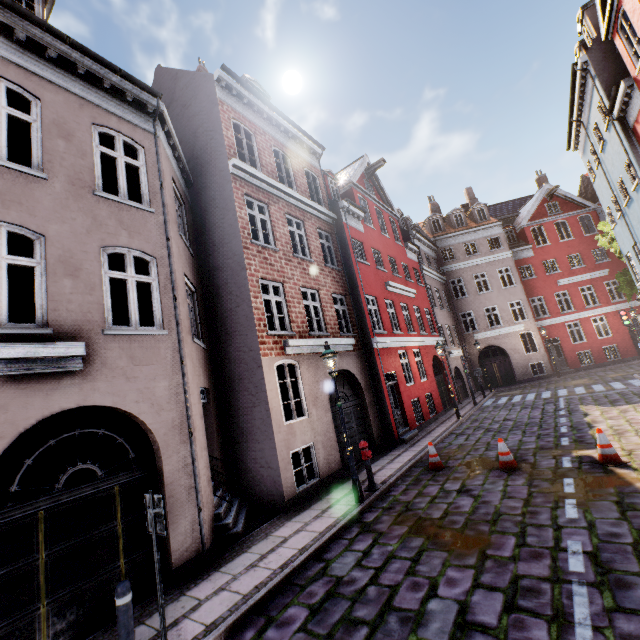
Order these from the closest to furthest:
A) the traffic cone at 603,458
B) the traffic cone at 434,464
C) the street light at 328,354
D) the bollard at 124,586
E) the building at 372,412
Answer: the bollard at 124,586 < the building at 372,412 < the traffic cone at 603,458 < the street light at 328,354 < the traffic cone at 434,464

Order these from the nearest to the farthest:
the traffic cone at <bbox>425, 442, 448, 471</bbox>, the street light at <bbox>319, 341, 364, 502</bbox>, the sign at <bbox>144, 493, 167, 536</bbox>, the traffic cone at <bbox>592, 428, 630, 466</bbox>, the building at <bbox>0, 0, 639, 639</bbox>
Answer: the sign at <bbox>144, 493, 167, 536</bbox>
the building at <bbox>0, 0, 639, 639</bbox>
the traffic cone at <bbox>592, 428, 630, 466</bbox>
the street light at <bbox>319, 341, 364, 502</bbox>
the traffic cone at <bbox>425, 442, 448, 471</bbox>

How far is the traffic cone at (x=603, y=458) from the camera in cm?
708

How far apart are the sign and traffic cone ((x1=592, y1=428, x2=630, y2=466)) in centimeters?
883cm

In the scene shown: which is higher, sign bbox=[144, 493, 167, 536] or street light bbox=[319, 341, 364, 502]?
street light bbox=[319, 341, 364, 502]

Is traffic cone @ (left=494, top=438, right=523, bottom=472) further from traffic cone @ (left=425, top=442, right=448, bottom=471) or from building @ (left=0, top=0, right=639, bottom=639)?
building @ (left=0, top=0, right=639, bottom=639)

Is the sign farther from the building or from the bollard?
the building

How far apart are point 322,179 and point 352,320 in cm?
702
